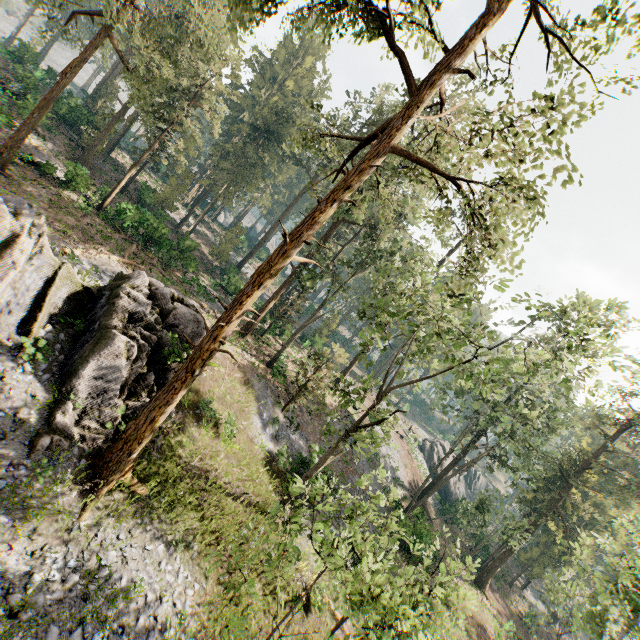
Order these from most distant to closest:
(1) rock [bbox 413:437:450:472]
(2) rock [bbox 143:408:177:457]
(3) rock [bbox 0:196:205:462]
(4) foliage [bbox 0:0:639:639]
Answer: (1) rock [bbox 413:437:450:472] → (2) rock [bbox 143:408:177:457] → (3) rock [bbox 0:196:205:462] → (4) foliage [bbox 0:0:639:639]

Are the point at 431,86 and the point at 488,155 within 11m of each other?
yes

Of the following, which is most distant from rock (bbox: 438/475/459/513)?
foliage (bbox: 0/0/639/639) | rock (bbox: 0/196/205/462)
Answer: rock (bbox: 0/196/205/462)

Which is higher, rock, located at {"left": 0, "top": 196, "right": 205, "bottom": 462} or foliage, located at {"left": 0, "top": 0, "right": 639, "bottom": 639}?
foliage, located at {"left": 0, "top": 0, "right": 639, "bottom": 639}

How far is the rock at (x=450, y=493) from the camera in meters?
43.7 m

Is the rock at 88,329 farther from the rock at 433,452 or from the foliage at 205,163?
the rock at 433,452
